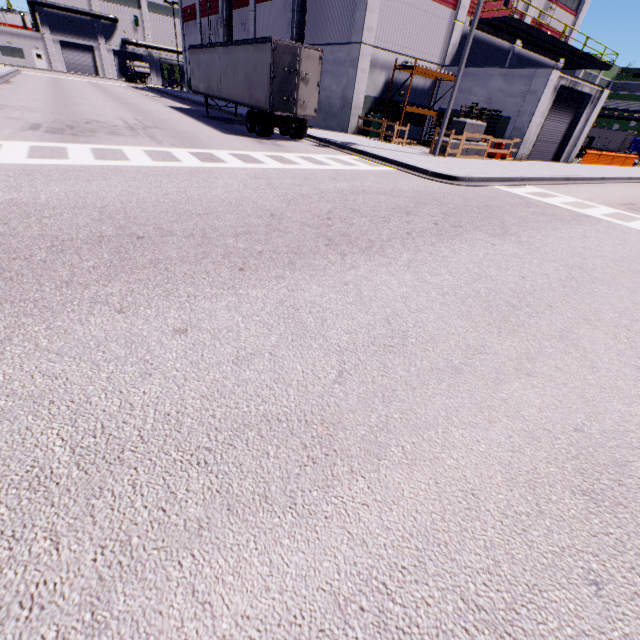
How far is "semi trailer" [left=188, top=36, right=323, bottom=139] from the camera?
15.13m

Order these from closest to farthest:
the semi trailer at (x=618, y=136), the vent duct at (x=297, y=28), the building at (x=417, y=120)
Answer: the vent duct at (x=297, y=28)
the building at (x=417, y=120)
the semi trailer at (x=618, y=136)

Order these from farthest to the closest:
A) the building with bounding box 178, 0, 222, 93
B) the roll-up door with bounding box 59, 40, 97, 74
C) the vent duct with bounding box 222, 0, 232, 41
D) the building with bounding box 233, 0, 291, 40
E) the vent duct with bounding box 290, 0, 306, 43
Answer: the roll-up door with bounding box 59, 40, 97, 74, the building with bounding box 178, 0, 222, 93, the vent duct with bounding box 222, 0, 232, 41, the building with bounding box 233, 0, 291, 40, the vent duct with bounding box 290, 0, 306, 43

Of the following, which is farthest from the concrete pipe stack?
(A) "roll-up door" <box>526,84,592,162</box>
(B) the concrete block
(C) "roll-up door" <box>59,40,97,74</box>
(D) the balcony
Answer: (B) the concrete block

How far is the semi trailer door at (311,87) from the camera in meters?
14.3 m

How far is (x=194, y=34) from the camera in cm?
4169

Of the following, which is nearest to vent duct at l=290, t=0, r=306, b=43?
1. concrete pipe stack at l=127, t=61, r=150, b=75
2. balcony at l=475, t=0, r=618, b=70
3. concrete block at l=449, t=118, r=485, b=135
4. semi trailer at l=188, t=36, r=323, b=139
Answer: semi trailer at l=188, t=36, r=323, b=139

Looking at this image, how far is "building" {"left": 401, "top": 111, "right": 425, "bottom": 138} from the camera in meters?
24.8
